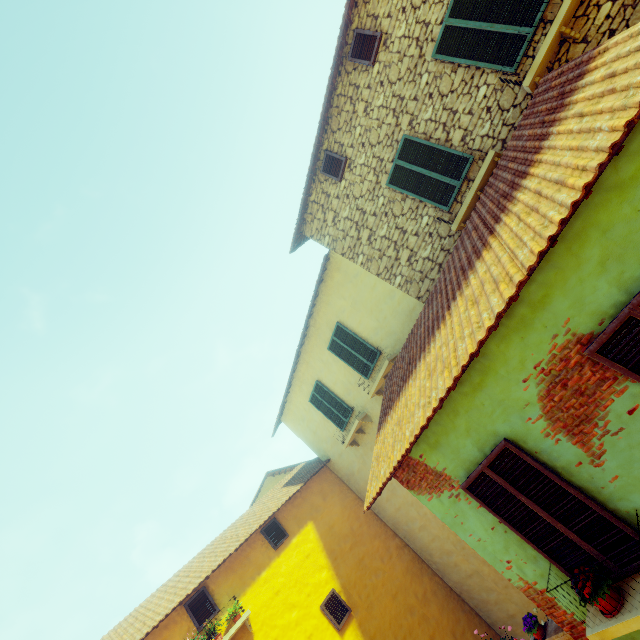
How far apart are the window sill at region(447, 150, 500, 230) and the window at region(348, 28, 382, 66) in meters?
3.4 m

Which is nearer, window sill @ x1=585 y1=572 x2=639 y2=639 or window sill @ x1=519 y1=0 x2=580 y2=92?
window sill @ x1=585 y1=572 x2=639 y2=639

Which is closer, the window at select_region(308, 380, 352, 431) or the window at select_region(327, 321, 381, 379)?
the window at select_region(327, 321, 381, 379)

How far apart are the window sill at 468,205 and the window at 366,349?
3.8 meters

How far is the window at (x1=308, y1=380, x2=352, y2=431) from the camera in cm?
1075

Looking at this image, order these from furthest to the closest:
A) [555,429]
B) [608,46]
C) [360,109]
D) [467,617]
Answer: [467,617] < [360,109] < [555,429] < [608,46]

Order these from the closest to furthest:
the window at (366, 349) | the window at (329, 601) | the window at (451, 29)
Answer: the window at (451, 29)
the window at (329, 601)
the window at (366, 349)

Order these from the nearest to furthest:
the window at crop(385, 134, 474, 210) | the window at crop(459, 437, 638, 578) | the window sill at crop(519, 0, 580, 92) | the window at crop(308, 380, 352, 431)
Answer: the window at crop(459, 437, 638, 578) → the window sill at crop(519, 0, 580, 92) → the window at crop(385, 134, 474, 210) → the window at crop(308, 380, 352, 431)
